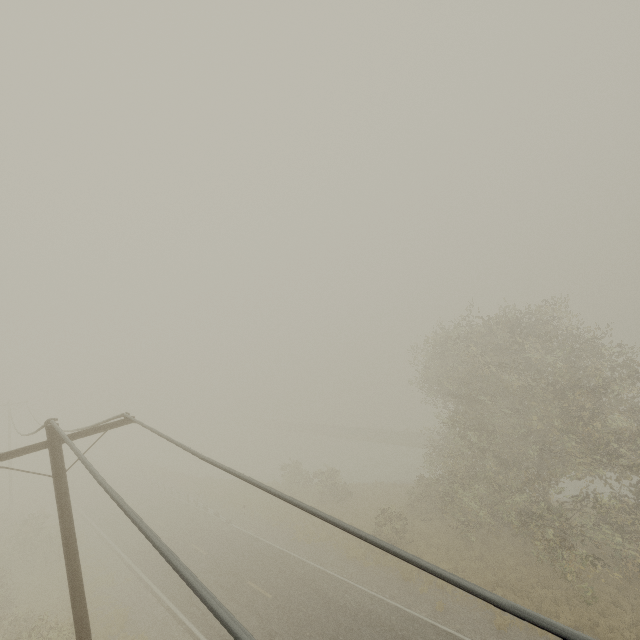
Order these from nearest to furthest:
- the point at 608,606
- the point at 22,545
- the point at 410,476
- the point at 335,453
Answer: the point at 608,606 < the point at 22,545 < the point at 410,476 < the point at 335,453
